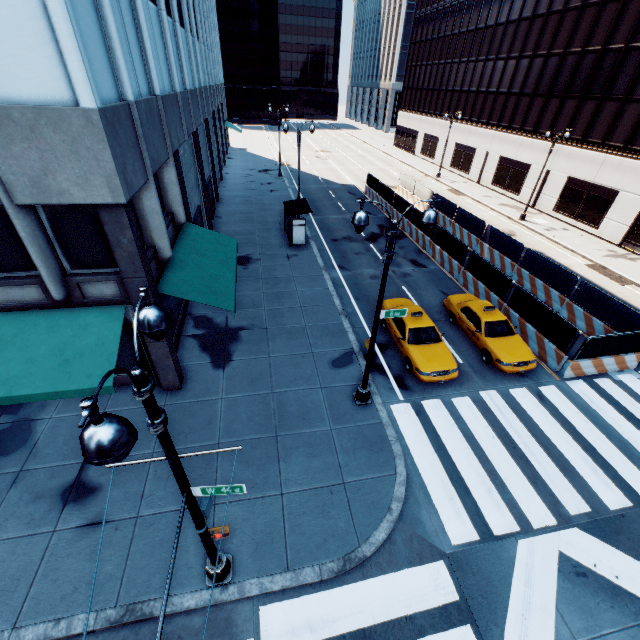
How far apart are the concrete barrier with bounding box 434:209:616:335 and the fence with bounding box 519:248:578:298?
0.0m

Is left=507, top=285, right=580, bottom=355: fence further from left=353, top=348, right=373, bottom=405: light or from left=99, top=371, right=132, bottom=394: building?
left=99, top=371, right=132, bottom=394: building

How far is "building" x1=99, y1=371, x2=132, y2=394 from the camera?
8.6 meters

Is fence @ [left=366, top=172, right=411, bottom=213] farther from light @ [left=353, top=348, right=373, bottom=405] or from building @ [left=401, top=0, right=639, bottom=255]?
building @ [left=401, top=0, right=639, bottom=255]

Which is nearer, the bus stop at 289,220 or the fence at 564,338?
the fence at 564,338

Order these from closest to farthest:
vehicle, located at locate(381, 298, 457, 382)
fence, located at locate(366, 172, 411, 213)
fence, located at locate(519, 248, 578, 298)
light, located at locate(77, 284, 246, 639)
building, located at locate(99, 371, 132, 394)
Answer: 1. light, located at locate(77, 284, 246, 639)
2. building, located at locate(99, 371, 132, 394)
3. vehicle, located at locate(381, 298, 457, 382)
4. fence, located at locate(519, 248, 578, 298)
5. fence, located at locate(366, 172, 411, 213)

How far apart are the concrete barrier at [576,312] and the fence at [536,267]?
0.0m

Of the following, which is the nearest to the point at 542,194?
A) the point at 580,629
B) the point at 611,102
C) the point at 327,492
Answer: the point at 611,102
